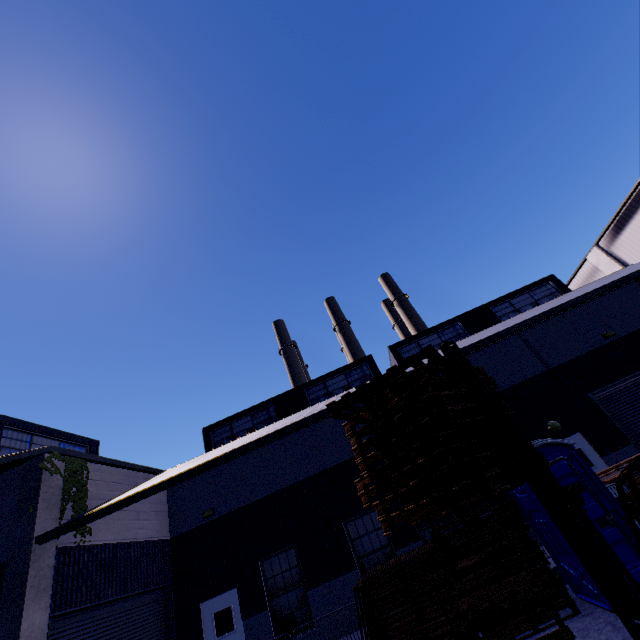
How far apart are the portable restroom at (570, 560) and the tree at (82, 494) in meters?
12.2 m

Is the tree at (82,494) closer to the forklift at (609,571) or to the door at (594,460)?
the forklift at (609,571)

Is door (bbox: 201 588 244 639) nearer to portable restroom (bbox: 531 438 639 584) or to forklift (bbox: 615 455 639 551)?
portable restroom (bbox: 531 438 639 584)

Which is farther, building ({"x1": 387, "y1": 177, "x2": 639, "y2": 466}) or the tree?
building ({"x1": 387, "y1": 177, "x2": 639, "y2": 466})

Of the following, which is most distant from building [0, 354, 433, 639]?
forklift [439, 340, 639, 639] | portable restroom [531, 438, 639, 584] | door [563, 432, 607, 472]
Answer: forklift [439, 340, 639, 639]

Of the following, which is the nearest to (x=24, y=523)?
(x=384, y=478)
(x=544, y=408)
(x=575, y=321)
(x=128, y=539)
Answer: (x=128, y=539)

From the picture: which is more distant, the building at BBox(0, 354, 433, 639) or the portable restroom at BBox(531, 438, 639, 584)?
the building at BBox(0, 354, 433, 639)

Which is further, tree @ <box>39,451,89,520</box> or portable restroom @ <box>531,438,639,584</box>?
tree @ <box>39,451,89,520</box>
